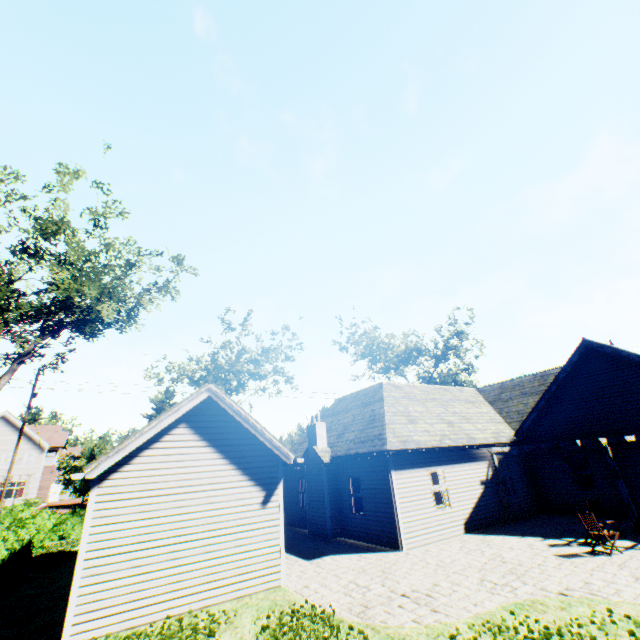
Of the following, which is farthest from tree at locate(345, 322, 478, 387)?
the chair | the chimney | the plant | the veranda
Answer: the chair

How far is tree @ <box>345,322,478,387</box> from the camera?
38.3 meters

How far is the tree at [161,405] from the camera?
29.3 meters

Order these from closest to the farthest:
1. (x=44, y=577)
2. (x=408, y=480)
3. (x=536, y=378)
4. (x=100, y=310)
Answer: (x=44, y=577)
(x=408, y=480)
(x=100, y=310)
(x=536, y=378)

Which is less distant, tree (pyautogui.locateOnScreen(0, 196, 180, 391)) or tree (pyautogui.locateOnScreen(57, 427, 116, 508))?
tree (pyautogui.locateOnScreen(0, 196, 180, 391))

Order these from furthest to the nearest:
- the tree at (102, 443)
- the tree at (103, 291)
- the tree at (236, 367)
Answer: the tree at (236, 367) < the tree at (102, 443) < the tree at (103, 291)

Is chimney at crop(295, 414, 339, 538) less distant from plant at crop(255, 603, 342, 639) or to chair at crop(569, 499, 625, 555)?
chair at crop(569, 499, 625, 555)

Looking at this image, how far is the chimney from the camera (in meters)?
15.16
